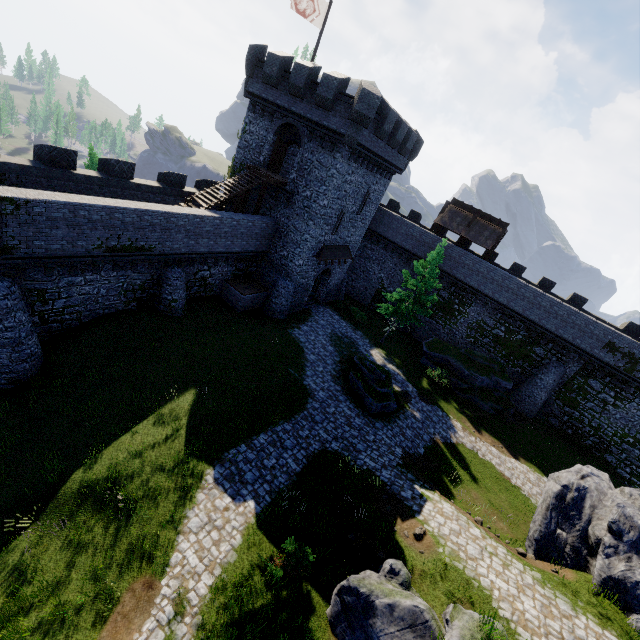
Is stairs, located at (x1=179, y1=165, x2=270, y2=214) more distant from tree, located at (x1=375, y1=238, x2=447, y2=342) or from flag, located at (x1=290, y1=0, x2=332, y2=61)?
tree, located at (x1=375, y1=238, x2=447, y2=342)

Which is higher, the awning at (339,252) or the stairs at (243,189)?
the stairs at (243,189)

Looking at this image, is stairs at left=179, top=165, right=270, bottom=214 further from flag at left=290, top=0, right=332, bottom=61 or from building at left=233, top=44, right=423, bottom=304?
flag at left=290, top=0, right=332, bottom=61

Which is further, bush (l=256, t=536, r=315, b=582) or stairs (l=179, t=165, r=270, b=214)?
stairs (l=179, t=165, r=270, b=214)

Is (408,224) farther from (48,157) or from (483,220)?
(48,157)

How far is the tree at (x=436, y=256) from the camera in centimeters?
2594cm

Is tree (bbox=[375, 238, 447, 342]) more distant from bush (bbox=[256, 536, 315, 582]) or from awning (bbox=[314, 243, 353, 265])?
bush (bbox=[256, 536, 315, 582])

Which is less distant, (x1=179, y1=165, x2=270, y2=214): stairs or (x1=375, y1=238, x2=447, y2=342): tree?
(x1=179, y1=165, x2=270, y2=214): stairs
